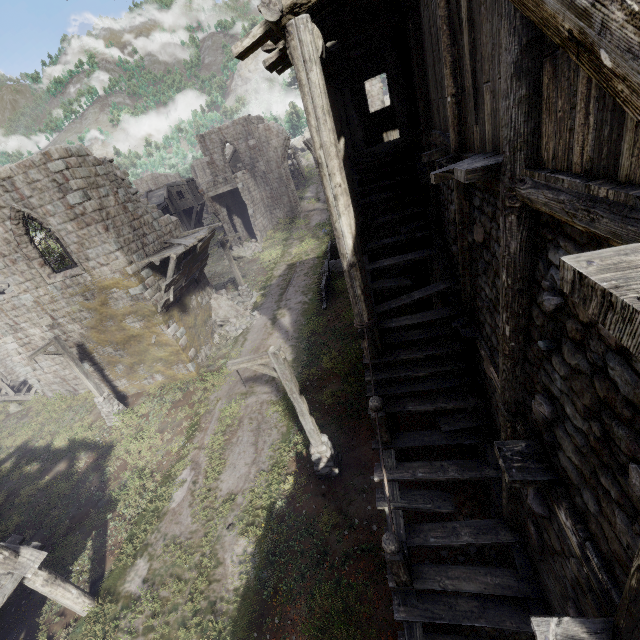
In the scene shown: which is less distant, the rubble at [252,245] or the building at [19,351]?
the building at [19,351]

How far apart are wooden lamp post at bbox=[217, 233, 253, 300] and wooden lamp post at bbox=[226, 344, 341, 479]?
13.1m

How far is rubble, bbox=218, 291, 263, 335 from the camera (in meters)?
19.70

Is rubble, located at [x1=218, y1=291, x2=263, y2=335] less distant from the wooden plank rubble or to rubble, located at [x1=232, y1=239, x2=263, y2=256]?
the wooden plank rubble

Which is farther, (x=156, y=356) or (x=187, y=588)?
(x=156, y=356)

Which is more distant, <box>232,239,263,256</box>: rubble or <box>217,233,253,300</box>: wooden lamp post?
<box>232,239,263,256</box>: rubble

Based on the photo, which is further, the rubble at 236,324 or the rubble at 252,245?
the rubble at 252,245

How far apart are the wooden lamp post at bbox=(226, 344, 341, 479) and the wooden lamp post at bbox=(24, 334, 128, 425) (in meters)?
10.55
